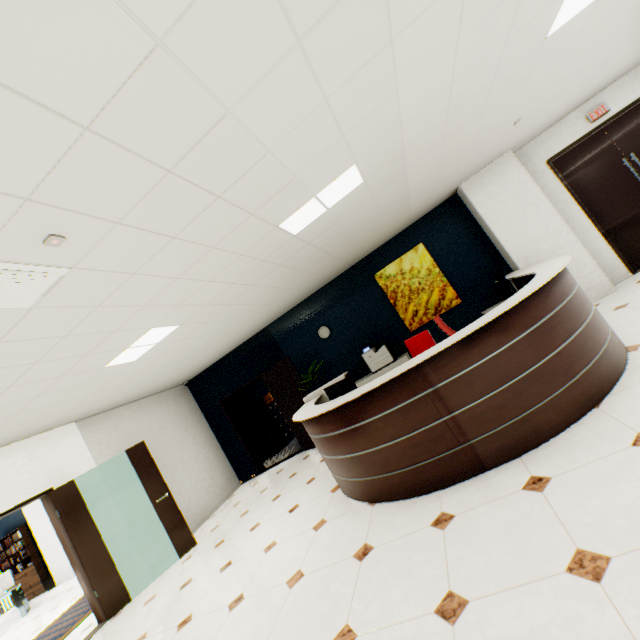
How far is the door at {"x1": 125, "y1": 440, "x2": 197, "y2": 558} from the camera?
5.5 meters

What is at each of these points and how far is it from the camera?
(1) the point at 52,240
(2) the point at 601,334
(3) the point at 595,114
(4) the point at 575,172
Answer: (1) smoke detector, 1.87m
(2) reception desk, 3.10m
(3) sign, 5.59m
(4) door, 5.84m

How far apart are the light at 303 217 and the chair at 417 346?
2.1m

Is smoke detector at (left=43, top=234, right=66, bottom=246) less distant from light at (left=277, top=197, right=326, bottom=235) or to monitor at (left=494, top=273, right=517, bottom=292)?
light at (left=277, top=197, right=326, bottom=235)

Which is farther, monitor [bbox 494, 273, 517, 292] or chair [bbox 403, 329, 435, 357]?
monitor [bbox 494, 273, 517, 292]

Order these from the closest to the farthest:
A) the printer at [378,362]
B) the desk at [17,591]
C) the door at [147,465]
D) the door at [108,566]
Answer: the door at [108,566]
the door at [147,465]
the printer at [378,362]
the desk at [17,591]

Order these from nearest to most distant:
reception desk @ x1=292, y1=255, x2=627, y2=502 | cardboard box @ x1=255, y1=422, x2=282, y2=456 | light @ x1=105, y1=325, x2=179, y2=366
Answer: reception desk @ x1=292, y1=255, x2=627, y2=502 → light @ x1=105, y1=325, x2=179, y2=366 → cardboard box @ x1=255, y1=422, x2=282, y2=456

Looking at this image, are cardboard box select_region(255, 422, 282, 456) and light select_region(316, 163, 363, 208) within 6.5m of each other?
no
